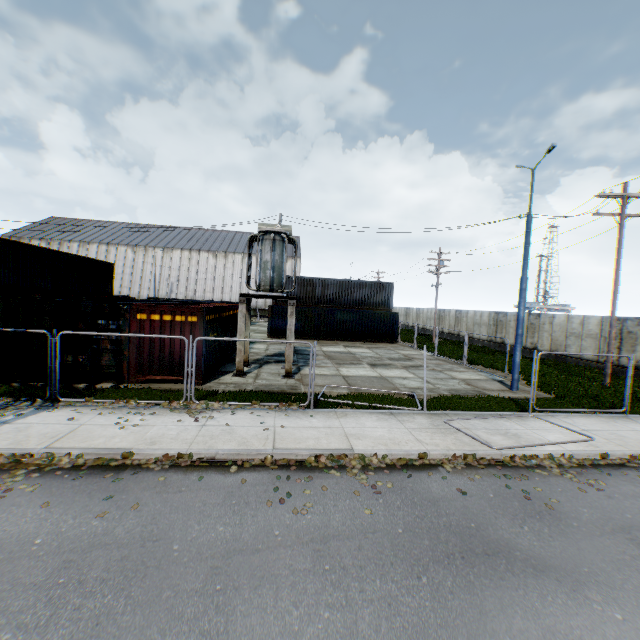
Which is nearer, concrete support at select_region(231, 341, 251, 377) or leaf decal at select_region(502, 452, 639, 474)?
leaf decal at select_region(502, 452, 639, 474)

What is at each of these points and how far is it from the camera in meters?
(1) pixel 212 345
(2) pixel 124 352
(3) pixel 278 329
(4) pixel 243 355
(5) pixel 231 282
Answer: (1) storage container, 14.1 m
(2) storage container, 11.9 m
(3) storage container, 29.1 m
(4) concrete support, 14.0 m
(5) building, 54.1 m

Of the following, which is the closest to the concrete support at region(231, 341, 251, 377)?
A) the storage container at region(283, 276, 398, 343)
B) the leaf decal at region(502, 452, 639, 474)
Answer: the leaf decal at region(502, 452, 639, 474)

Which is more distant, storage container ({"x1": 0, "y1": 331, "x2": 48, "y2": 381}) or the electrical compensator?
the electrical compensator

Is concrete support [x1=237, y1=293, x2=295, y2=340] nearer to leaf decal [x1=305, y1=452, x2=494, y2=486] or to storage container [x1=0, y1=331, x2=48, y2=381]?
storage container [x1=0, y1=331, x2=48, y2=381]

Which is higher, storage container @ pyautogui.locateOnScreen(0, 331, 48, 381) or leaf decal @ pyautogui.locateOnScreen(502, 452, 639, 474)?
storage container @ pyautogui.locateOnScreen(0, 331, 48, 381)

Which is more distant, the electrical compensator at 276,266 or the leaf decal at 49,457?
the electrical compensator at 276,266

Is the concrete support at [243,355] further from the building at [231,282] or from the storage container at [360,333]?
the building at [231,282]
